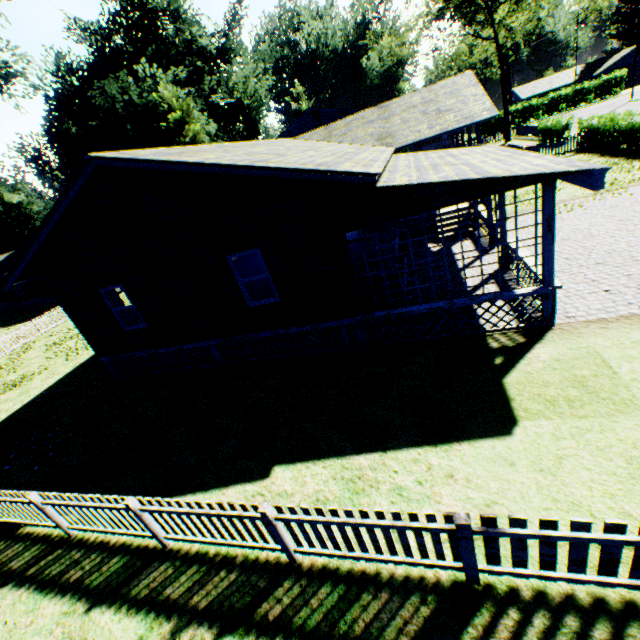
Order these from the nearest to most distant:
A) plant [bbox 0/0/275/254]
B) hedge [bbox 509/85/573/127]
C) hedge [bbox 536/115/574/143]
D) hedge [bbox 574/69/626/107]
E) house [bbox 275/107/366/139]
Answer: hedge [bbox 536/115/574/143] < plant [bbox 0/0/275/254] < house [bbox 275/107/366/139] < hedge [bbox 574/69/626/107] < hedge [bbox 509/85/573/127]

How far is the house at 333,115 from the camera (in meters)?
34.75

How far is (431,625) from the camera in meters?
3.8 m

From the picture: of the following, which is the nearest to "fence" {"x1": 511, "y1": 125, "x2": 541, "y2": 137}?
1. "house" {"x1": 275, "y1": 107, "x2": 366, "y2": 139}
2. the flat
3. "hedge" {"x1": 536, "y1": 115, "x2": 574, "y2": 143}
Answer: "hedge" {"x1": 536, "y1": 115, "x2": 574, "y2": 143}

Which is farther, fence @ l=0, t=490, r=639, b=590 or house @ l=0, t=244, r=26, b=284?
house @ l=0, t=244, r=26, b=284

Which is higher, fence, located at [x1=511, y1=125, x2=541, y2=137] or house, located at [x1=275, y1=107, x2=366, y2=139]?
house, located at [x1=275, y1=107, x2=366, y2=139]

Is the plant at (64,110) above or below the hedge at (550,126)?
above

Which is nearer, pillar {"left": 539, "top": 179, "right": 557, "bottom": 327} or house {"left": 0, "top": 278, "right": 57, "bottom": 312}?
pillar {"left": 539, "top": 179, "right": 557, "bottom": 327}
